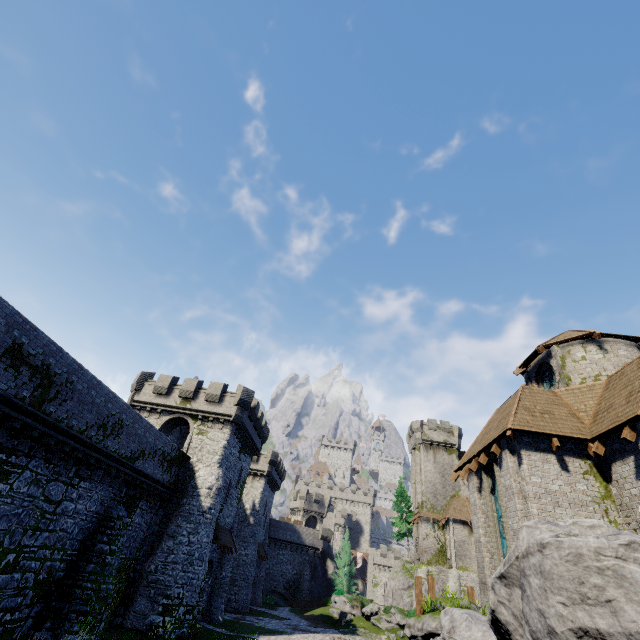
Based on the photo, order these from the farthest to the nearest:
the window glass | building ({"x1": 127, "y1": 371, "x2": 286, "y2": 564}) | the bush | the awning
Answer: the bush < building ({"x1": 127, "y1": 371, "x2": 286, "y2": 564}) < the awning < the window glass

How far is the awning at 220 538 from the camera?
25.3 meters

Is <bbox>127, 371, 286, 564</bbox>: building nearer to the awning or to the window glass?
the awning

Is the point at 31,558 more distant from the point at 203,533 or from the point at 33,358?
the point at 203,533

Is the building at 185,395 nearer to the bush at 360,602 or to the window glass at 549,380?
the bush at 360,602

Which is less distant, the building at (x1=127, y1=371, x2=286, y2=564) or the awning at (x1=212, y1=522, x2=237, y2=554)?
the awning at (x1=212, y1=522, x2=237, y2=554)

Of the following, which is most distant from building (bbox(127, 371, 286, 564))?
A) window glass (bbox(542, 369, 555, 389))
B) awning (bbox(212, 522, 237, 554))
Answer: window glass (bbox(542, 369, 555, 389))
